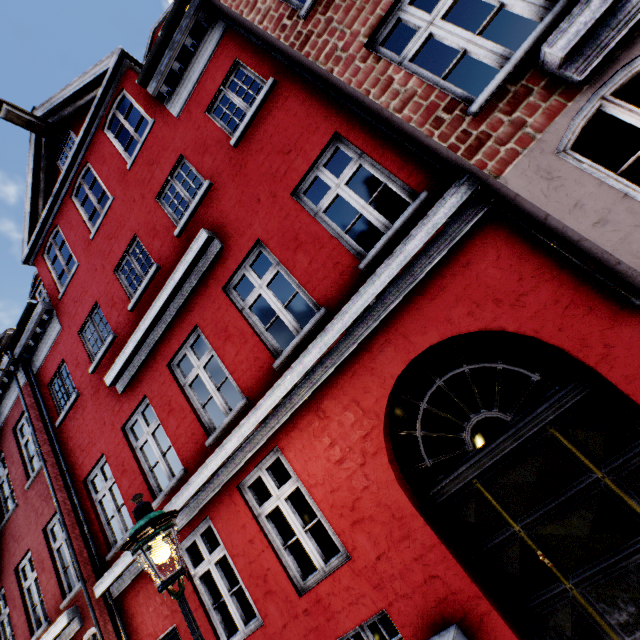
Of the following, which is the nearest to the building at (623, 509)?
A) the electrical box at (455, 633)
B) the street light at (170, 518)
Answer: the electrical box at (455, 633)

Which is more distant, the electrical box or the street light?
the electrical box

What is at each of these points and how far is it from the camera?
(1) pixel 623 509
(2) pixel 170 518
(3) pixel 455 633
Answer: (1) building, 3.2m
(2) street light, 3.0m
(3) electrical box, 3.3m

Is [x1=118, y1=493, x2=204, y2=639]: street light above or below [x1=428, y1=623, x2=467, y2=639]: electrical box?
above

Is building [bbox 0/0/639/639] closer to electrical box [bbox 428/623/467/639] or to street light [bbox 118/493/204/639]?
electrical box [bbox 428/623/467/639]

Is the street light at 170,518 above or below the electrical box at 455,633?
above

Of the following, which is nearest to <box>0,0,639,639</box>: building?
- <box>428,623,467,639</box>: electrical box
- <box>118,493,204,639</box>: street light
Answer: <box>428,623,467,639</box>: electrical box
